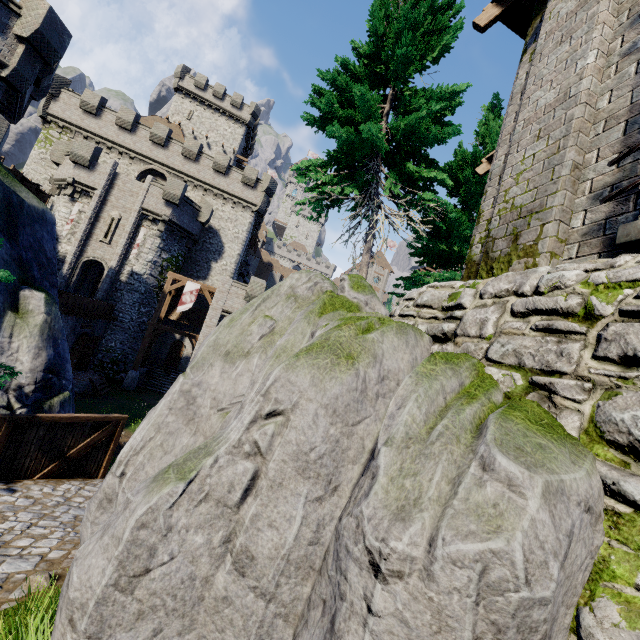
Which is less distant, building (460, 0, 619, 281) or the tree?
building (460, 0, 619, 281)

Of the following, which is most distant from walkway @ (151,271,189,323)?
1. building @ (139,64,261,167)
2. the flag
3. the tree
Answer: the tree

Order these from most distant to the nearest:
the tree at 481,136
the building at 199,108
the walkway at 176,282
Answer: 1. the building at 199,108
2. the walkway at 176,282
3. the tree at 481,136

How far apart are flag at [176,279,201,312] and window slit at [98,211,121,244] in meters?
6.7

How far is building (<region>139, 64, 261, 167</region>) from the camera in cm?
4316

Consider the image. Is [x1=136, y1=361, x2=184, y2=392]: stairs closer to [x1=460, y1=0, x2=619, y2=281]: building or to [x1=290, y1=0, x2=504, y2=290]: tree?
[x1=290, y1=0, x2=504, y2=290]: tree

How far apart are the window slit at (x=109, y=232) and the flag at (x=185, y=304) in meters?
6.7

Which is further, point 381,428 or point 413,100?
point 413,100
